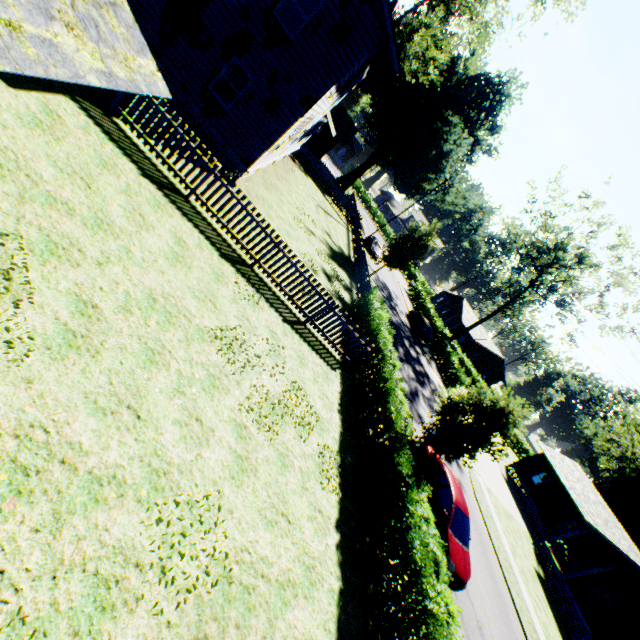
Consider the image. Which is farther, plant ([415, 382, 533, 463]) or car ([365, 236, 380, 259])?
car ([365, 236, 380, 259])

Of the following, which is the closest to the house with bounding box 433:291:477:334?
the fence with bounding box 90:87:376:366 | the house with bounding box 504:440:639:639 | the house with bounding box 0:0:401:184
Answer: the house with bounding box 504:440:639:639

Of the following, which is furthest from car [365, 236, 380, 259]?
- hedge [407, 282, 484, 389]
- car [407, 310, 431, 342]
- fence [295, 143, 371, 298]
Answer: hedge [407, 282, 484, 389]

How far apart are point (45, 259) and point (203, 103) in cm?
1054

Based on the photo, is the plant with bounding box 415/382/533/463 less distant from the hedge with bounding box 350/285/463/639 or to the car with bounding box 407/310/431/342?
the hedge with bounding box 350/285/463/639

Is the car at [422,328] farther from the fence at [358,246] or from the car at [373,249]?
the fence at [358,246]

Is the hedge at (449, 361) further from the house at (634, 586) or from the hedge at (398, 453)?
the hedge at (398, 453)

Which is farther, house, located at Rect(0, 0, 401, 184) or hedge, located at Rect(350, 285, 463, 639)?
hedge, located at Rect(350, 285, 463, 639)
